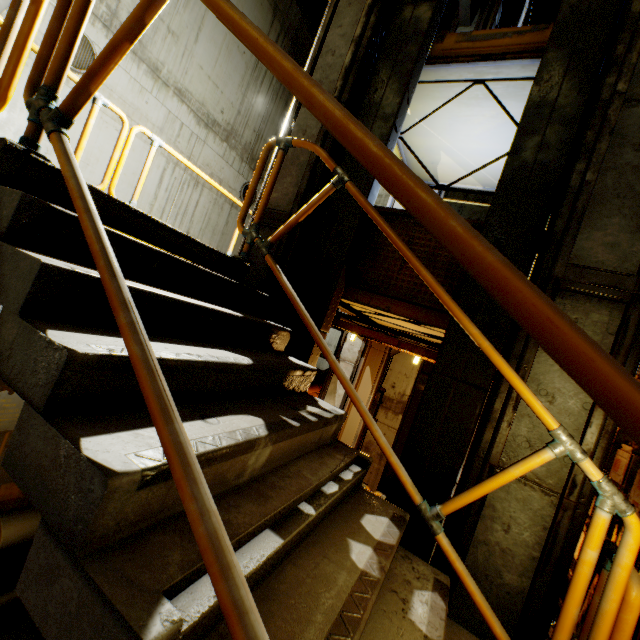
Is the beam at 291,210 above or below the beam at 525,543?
above

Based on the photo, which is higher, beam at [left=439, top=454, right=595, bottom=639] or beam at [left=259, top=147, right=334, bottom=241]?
beam at [left=259, top=147, right=334, bottom=241]

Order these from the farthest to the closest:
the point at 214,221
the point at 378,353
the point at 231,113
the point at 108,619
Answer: the point at 214,221, the point at 231,113, the point at 378,353, the point at 108,619

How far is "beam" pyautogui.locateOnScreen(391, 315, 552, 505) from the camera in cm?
241

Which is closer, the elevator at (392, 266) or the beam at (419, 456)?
the beam at (419, 456)

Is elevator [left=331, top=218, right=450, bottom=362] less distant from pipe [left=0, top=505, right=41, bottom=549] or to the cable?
pipe [left=0, top=505, right=41, bottom=549]

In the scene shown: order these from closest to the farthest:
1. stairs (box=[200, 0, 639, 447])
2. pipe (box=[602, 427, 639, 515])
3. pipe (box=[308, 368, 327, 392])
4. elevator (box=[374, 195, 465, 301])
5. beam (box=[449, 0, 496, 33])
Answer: stairs (box=[200, 0, 639, 447]) < elevator (box=[374, 195, 465, 301]) < pipe (box=[602, 427, 639, 515]) < beam (box=[449, 0, 496, 33]) < pipe (box=[308, 368, 327, 392])

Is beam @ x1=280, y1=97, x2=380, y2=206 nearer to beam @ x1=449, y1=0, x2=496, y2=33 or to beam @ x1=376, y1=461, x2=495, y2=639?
beam @ x1=449, y1=0, x2=496, y2=33
